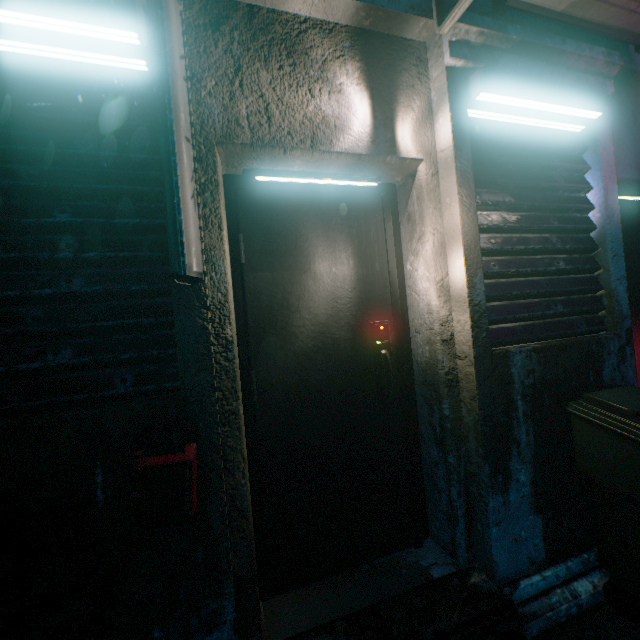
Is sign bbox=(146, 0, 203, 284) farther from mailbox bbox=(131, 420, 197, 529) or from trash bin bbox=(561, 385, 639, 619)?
trash bin bbox=(561, 385, 639, 619)

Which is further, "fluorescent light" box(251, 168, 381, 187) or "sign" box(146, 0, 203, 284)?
"fluorescent light" box(251, 168, 381, 187)

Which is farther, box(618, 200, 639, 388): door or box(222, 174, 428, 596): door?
box(618, 200, 639, 388): door

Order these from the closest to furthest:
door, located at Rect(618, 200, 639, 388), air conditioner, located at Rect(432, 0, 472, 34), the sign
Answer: the sign
air conditioner, located at Rect(432, 0, 472, 34)
door, located at Rect(618, 200, 639, 388)

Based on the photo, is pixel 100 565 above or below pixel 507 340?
below

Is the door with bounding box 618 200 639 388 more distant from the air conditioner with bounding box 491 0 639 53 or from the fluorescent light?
the fluorescent light

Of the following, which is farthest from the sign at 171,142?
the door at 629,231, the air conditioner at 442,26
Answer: the door at 629,231

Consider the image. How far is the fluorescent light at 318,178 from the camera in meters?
1.6
